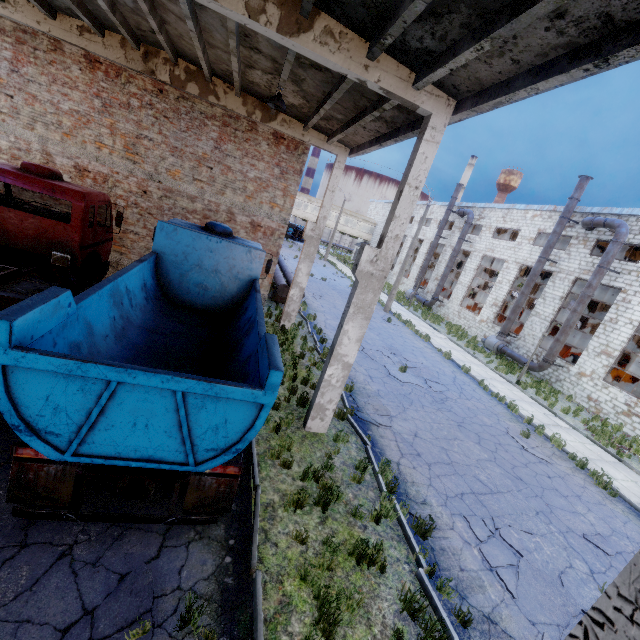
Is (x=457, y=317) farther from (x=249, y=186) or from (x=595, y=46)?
(x=595, y=46)

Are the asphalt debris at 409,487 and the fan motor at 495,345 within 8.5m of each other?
no

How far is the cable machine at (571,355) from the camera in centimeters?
2300cm

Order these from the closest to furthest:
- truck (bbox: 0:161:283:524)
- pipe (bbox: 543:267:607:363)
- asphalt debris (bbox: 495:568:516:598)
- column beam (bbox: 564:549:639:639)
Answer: column beam (bbox: 564:549:639:639), truck (bbox: 0:161:283:524), asphalt debris (bbox: 495:568:516:598), pipe (bbox: 543:267:607:363)

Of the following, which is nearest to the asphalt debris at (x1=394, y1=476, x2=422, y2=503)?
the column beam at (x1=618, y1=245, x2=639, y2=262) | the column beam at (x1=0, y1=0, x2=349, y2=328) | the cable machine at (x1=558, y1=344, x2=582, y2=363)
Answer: the column beam at (x1=0, y1=0, x2=349, y2=328)

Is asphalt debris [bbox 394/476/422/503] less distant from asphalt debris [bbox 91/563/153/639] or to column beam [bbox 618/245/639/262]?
asphalt debris [bbox 91/563/153/639]

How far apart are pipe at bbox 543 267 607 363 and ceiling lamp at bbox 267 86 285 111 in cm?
1978

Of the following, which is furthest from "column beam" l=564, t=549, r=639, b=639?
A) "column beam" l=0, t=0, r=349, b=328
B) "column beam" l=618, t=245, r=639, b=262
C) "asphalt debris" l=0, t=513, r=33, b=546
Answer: "column beam" l=618, t=245, r=639, b=262
